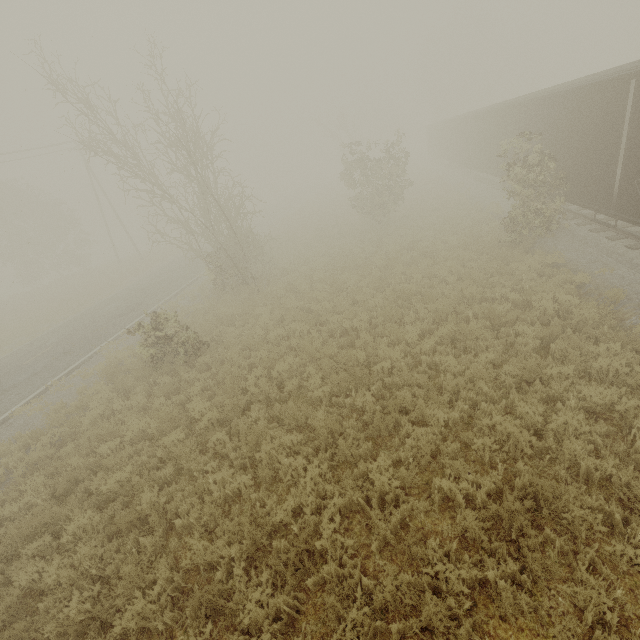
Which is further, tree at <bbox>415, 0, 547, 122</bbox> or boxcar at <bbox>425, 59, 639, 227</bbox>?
tree at <bbox>415, 0, 547, 122</bbox>

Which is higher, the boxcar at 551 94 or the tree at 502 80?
the tree at 502 80

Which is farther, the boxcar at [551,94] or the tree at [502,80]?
the tree at [502,80]

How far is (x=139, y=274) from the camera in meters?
29.1

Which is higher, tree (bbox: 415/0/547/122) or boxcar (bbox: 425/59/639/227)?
tree (bbox: 415/0/547/122)
